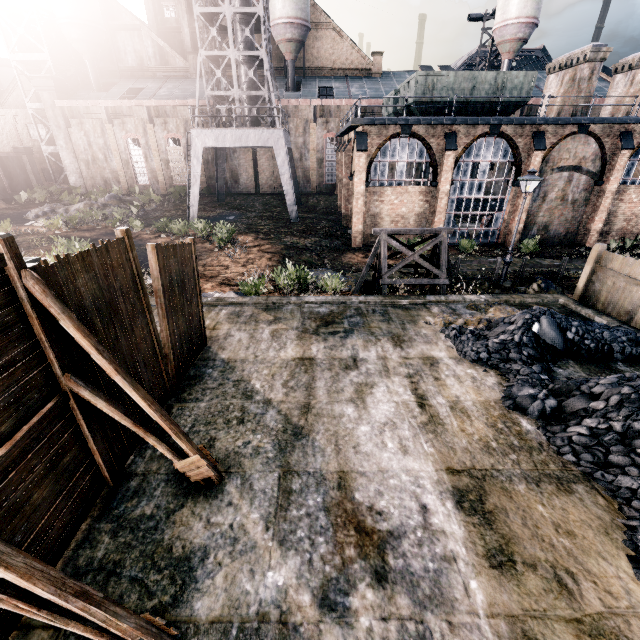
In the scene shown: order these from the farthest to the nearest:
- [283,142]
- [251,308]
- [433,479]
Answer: [283,142] → [251,308] → [433,479]

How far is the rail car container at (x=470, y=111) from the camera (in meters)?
22.23

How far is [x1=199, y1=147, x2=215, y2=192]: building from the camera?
39.8m

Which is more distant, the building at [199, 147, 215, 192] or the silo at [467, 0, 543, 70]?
the building at [199, 147, 215, 192]

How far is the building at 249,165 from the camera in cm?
3975

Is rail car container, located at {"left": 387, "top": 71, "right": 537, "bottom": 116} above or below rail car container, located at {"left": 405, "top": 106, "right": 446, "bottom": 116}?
above

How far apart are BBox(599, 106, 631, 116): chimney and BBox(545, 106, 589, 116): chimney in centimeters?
384cm
